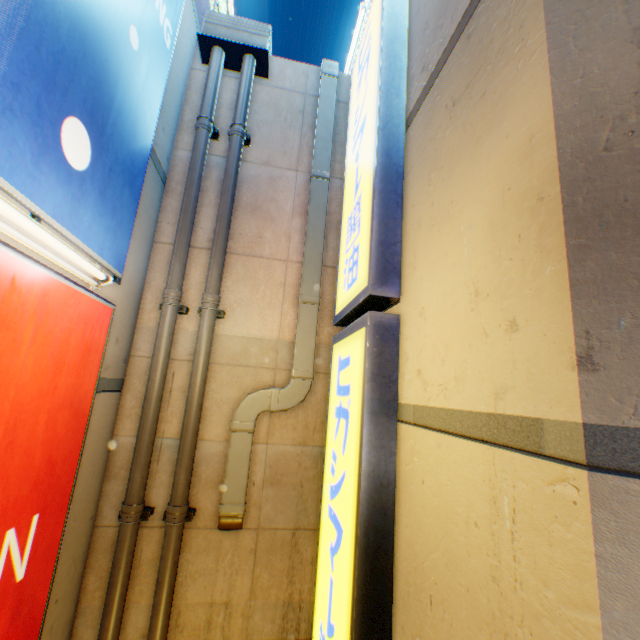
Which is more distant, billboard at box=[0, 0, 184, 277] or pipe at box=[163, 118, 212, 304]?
pipe at box=[163, 118, 212, 304]

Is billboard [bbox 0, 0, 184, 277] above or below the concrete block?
below

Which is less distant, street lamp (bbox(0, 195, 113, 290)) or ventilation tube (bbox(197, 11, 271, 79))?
street lamp (bbox(0, 195, 113, 290))

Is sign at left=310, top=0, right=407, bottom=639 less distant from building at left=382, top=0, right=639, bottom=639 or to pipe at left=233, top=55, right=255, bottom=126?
building at left=382, top=0, right=639, bottom=639

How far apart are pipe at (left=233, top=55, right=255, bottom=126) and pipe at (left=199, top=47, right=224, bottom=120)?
0.26m

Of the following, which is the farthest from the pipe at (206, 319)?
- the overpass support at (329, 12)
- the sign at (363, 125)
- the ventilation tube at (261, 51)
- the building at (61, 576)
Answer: the overpass support at (329, 12)

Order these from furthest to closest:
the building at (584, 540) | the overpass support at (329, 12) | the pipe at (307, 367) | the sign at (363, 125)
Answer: the overpass support at (329, 12)
the pipe at (307, 367)
the sign at (363, 125)
the building at (584, 540)

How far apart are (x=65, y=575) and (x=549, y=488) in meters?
4.5 m
